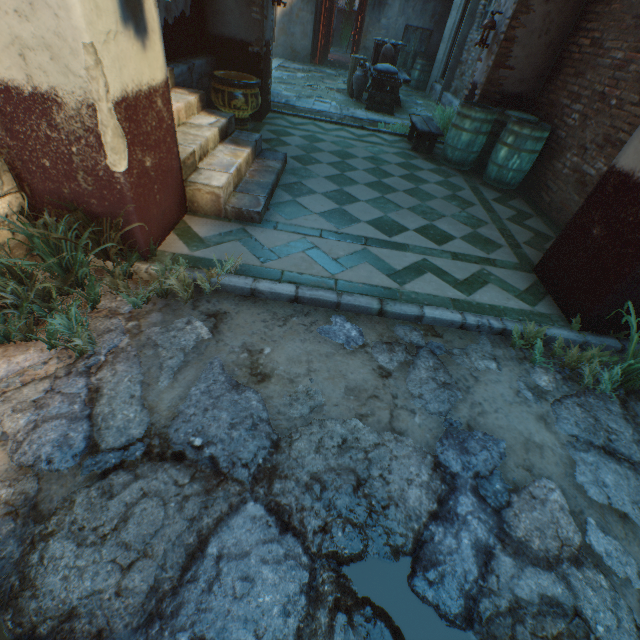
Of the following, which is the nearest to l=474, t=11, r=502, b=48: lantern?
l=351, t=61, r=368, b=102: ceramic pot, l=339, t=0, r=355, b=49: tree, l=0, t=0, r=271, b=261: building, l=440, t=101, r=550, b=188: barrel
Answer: l=0, t=0, r=271, b=261: building

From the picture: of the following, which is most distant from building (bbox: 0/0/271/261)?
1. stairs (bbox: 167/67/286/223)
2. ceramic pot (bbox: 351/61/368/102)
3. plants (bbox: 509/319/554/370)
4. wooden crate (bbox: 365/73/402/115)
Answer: ceramic pot (bbox: 351/61/368/102)

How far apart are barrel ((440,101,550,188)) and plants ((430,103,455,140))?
0.71m

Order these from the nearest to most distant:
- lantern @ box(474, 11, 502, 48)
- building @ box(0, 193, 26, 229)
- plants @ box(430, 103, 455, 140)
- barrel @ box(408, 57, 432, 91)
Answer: building @ box(0, 193, 26, 229), lantern @ box(474, 11, 502, 48), plants @ box(430, 103, 455, 140), barrel @ box(408, 57, 432, 91)

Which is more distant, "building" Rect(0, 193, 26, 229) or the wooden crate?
the wooden crate

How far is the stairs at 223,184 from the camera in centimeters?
342cm

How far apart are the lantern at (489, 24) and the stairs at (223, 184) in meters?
4.2 m

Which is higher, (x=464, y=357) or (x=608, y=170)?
(x=608, y=170)
